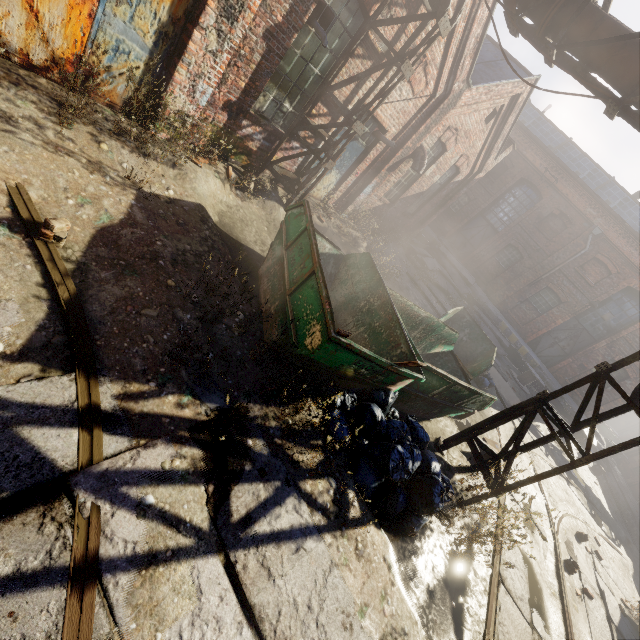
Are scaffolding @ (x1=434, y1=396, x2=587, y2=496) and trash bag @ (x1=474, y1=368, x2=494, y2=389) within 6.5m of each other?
yes

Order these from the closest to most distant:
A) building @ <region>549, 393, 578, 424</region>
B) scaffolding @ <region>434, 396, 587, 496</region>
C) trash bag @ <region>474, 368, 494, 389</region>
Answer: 1. scaffolding @ <region>434, 396, 587, 496</region>
2. trash bag @ <region>474, 368, 494, 389</region>
3. building @ <region>549, 393, 578, 424</region>

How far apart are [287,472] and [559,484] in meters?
12.4

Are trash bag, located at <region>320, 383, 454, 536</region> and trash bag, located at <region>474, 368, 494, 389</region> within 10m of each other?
yes

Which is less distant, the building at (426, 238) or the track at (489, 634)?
the track at (489, 634)

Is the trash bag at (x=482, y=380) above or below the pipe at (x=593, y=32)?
below

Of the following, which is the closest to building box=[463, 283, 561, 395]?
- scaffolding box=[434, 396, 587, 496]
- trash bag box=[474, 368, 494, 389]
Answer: trash bag box=[474, 368, 494, 389]

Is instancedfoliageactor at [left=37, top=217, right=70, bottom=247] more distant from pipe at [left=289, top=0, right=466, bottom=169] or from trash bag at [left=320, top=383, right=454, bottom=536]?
pipe at [left=289, top=0, right=466, bottom=169]
